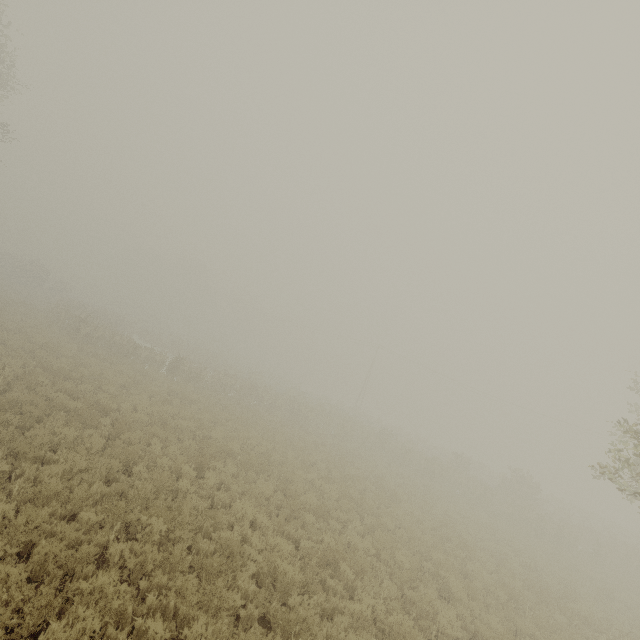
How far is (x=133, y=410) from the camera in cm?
1423
